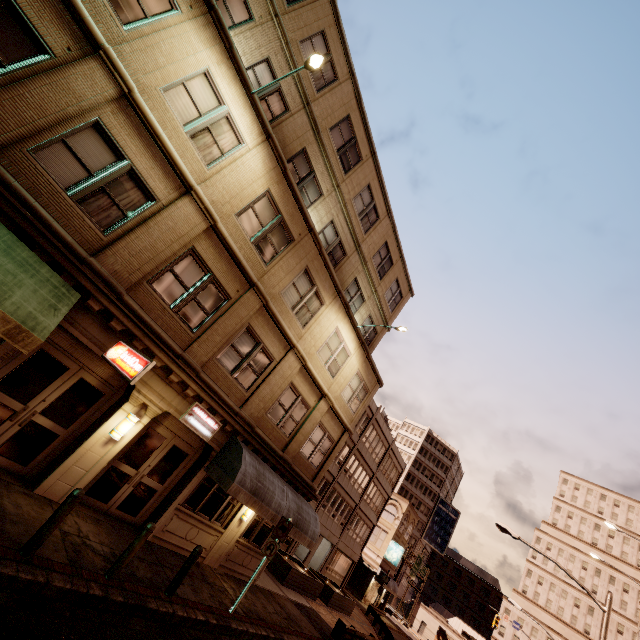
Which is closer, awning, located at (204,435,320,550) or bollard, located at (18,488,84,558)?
bollard, located at (18,488,84,558)

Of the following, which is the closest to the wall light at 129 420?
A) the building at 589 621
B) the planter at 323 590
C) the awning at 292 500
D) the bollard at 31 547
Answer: the bollard at 31 547

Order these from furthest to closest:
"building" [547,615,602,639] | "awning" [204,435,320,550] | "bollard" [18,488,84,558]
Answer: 1. "building" [547,615,602,639]
2. "awning" [204,435,320,550]
3. "bollard" [18,488,84,558]

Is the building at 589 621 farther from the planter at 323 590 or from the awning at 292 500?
the awning at 292 500

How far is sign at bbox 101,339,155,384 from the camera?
7.09m

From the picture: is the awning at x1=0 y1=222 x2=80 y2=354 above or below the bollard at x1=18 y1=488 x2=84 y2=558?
above

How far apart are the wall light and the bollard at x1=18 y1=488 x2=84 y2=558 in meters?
2.5 m

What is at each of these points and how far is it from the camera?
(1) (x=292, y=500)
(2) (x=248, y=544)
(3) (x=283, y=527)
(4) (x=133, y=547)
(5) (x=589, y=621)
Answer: (1) awning, 13.6 meters
(2) building, 13.8 meters
(3) sign, 11.3 meters
(4) bollard, 7.3 meters
(5) building, 60.0 meters
